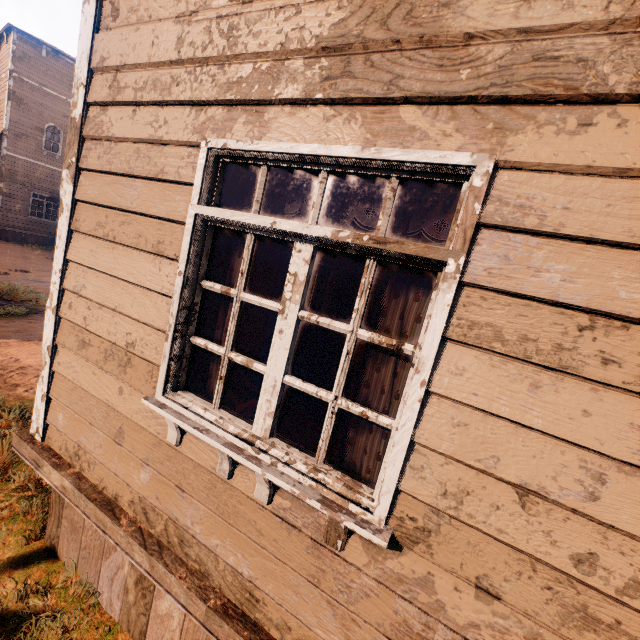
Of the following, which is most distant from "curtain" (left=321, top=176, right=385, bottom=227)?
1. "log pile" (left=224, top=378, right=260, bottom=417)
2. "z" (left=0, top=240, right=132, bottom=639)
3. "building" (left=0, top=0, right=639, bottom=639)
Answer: "log pile" (left=224, top=378, right=260, bottom=417)

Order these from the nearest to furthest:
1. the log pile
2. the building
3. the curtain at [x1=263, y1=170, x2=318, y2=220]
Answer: the building
the curtain at [x1=263, y1=170, x2=318, y2=220]
the log pile

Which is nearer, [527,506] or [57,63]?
[527,506]

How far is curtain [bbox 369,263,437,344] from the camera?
1.4m

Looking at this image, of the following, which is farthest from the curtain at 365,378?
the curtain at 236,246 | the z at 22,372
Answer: the z at 22,372

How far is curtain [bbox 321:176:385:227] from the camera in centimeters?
150cm

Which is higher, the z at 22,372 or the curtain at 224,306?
the curtain at 224,306
